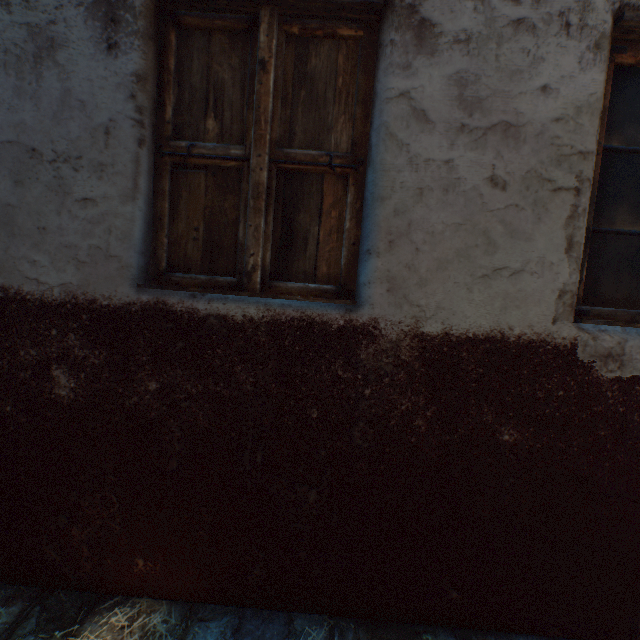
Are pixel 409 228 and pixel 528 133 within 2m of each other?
yes
